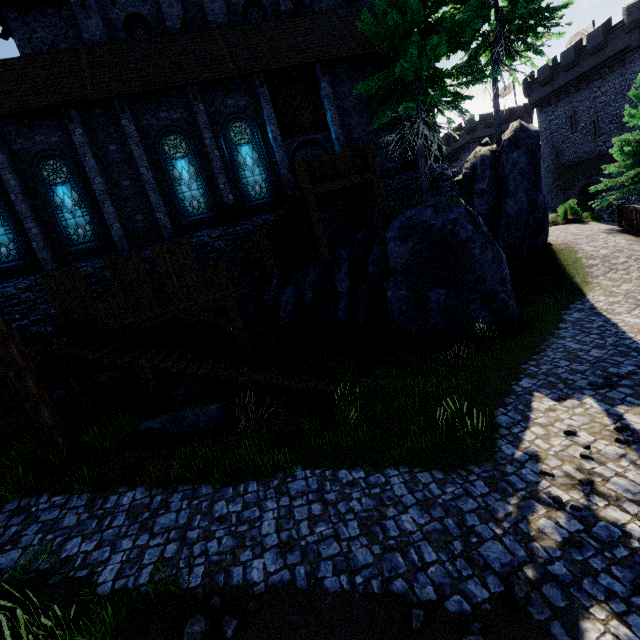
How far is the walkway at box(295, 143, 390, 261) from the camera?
12.80m

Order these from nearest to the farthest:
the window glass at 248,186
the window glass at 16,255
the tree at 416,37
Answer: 1. the tree at 416,37
2. the window glass at 16,255
3. the window glass at 248,186

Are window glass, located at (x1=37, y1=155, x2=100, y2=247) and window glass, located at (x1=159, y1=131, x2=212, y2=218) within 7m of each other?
yes

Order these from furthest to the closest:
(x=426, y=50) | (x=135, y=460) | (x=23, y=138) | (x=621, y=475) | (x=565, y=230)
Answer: (x=565, y=230)
(x=23, y=138)
(x=426, y=50)
(x=135, y=460)
(x=621, y=475)

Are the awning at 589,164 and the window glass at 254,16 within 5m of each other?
no

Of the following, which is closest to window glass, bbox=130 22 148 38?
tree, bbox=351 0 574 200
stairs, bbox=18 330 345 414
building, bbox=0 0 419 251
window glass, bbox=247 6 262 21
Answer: building, bbox=0 0 419 251

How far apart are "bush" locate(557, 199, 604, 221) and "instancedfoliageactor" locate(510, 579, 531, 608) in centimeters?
2795cm

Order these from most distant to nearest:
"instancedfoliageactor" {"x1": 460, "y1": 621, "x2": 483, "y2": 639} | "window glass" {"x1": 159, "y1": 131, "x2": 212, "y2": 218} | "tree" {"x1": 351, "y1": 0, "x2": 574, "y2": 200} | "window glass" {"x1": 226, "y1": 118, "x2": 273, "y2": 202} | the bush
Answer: the bush
"window glass" {"x1": 226, "y1": 118, "x2": 273, "y2": 202}
"window glass" {"x1": 159, "y1": 131, "x2": 212, "y2": 218}
"tree" {"x1": 351, "y1": 0, "x2": 574, "y2": 200}
"instancedfoliageactor" {"x1": 460, "y1": 621, "x2": 483, "y2": 639}
